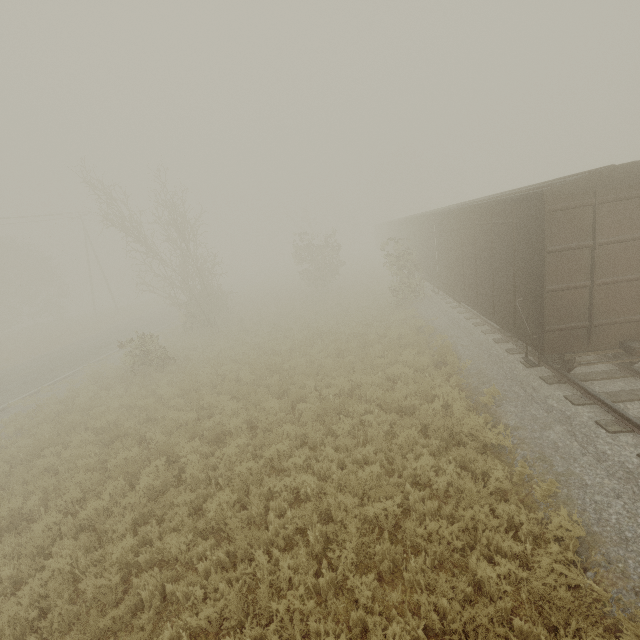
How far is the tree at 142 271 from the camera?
19.3 meters

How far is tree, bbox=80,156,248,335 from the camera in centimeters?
1933cm

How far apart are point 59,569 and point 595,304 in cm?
1230

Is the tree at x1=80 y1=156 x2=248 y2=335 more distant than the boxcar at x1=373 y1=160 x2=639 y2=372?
Yes

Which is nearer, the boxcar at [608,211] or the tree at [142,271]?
the boxcar at [608,211]
